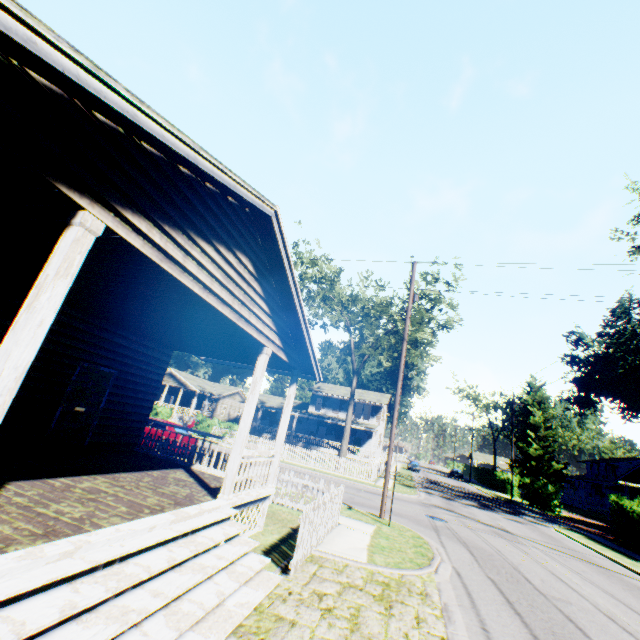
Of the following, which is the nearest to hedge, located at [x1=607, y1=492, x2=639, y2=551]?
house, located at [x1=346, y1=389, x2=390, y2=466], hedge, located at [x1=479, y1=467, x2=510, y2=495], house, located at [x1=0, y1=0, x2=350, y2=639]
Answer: house, located at [x1=0, y1=0, x2=350, y2=639]

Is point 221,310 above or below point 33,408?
above

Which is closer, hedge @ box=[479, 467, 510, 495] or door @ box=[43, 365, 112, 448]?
door @ box=[43, 365, 112, 448]

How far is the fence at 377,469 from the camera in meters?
25.4 m

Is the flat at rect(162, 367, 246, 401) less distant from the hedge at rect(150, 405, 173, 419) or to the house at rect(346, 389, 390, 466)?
the house at rect(346, 389, 390, 466)

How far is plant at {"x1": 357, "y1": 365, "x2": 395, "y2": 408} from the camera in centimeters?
5739cm

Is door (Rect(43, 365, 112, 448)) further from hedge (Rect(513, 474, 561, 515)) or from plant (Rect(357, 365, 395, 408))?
plant (Rect(357, 365, 395, 408))

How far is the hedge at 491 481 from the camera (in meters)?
44.91
